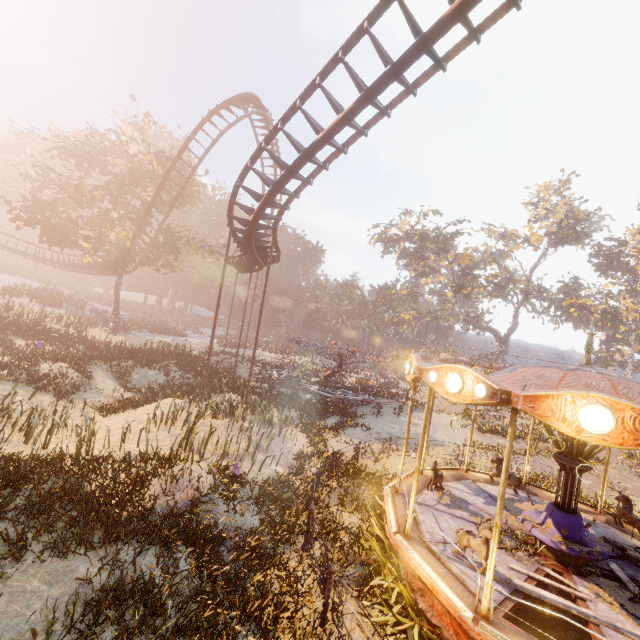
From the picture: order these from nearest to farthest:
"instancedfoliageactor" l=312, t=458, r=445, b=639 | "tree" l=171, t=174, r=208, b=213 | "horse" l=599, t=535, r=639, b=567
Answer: "instancedfoliageactor" l=312, t=458, r=445, b=639 → "horse" l=599, t=535, r=639, b=567 → "tree" l=171, t=174, r=208, b=213

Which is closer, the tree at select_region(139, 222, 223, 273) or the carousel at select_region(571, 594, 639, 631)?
the carousel at select_region(571, 594, 639, 631)

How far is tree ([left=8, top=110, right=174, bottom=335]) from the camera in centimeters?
2620cm

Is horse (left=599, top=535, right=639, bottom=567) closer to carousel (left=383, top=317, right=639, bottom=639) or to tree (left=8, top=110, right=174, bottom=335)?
carousel (left=383, top=317, right=639, bottom=639)

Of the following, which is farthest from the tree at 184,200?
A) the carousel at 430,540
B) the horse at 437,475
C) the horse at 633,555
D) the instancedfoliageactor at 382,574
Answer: the horse at 633,555

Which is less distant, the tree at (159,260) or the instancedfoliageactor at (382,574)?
the instancedfoliageactor at (382,574)

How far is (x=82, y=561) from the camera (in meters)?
5.88
